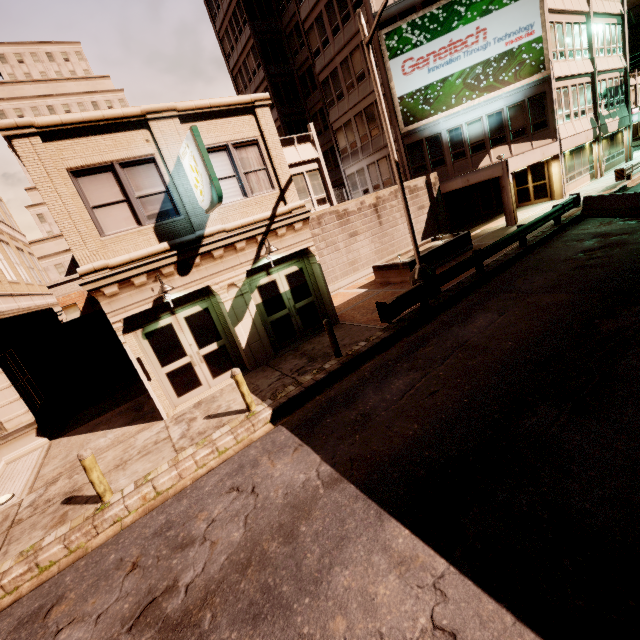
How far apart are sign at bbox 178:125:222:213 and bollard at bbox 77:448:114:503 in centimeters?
649cm

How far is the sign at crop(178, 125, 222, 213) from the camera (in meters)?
8.14

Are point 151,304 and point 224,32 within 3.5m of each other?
no

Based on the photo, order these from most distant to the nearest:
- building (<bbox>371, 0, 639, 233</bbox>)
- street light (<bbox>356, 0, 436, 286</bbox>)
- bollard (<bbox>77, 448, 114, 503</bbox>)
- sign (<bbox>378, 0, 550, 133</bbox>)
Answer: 1. building (<bbox>371, 0, 639, 233</bbox>)
2. sign (<bbox>378, 0, 550, 133</bbox>)
3. street light (<bbox>356, 0, 436, 286</bbox>)
4. bollard (<bbox>77, 448, 114, 503</bbox>)

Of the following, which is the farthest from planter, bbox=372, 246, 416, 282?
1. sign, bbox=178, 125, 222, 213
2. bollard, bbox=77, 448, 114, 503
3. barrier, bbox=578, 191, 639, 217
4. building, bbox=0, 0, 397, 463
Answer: bollard, bbox=77, 448, 114, 503

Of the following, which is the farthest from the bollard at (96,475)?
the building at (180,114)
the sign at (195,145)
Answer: the sign at (195,145)

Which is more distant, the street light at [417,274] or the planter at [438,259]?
the planter at [438,259]

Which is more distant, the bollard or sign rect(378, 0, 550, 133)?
sign rect(378, 0, 550, 133)
